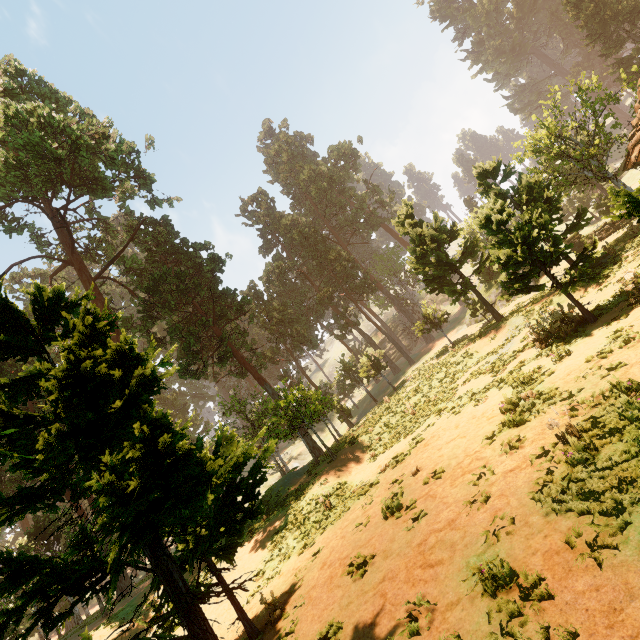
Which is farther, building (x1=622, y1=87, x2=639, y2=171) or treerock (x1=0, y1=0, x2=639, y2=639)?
building (x1=622, y1=87, x2=639, y2=171)

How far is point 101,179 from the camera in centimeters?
2711cm

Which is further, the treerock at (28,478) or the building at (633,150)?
the building at (633,150)
